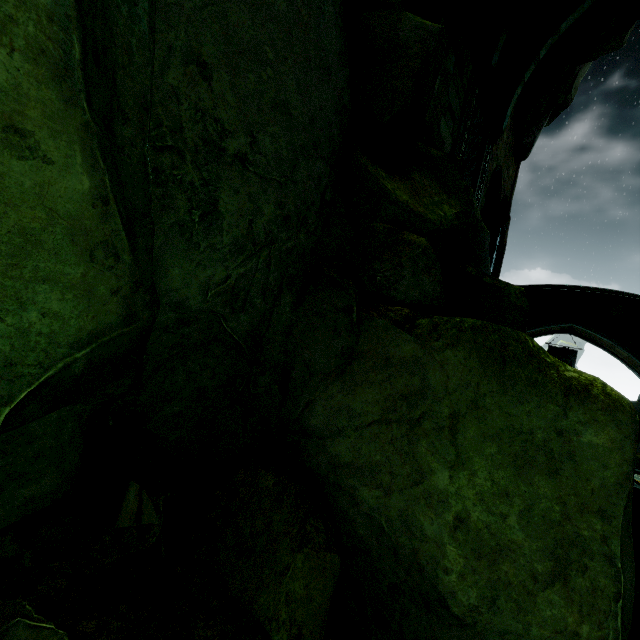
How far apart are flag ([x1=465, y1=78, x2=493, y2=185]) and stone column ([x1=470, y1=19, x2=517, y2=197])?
0.1 meters

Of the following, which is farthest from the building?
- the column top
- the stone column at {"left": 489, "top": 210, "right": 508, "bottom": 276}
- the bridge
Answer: the column top

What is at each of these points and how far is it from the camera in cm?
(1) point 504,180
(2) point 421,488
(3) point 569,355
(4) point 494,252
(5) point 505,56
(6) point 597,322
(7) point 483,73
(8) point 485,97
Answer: (1) building, 1773
(2) rock, 271
(3) flag, 2086
(4) stone column, 1695
(5) stone column, 1208
(6) bridge, 1717
(7) column top, 1035
(8) flag, 1202

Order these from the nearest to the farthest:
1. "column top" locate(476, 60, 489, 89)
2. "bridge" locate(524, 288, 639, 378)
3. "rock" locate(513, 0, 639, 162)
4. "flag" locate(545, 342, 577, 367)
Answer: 1. "column top" locate(476, 60, 489, 89)
2. "rock" locate(513, 0, 639, 162)
3. "bridge" locate(524, 288, 639, 378)
4. "flag" locate(545, 342, 577, 367)

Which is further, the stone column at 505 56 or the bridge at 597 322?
the bridge at 597 322

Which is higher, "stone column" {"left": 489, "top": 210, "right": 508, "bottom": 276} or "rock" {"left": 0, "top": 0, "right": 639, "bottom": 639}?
"stone column" {"left": 489, "top": 210, "right": 508, "bottom": 276}

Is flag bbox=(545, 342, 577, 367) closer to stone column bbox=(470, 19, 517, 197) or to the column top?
stone column bbox=(470, 19, 517, 197)

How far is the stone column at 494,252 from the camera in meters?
17.0 m
